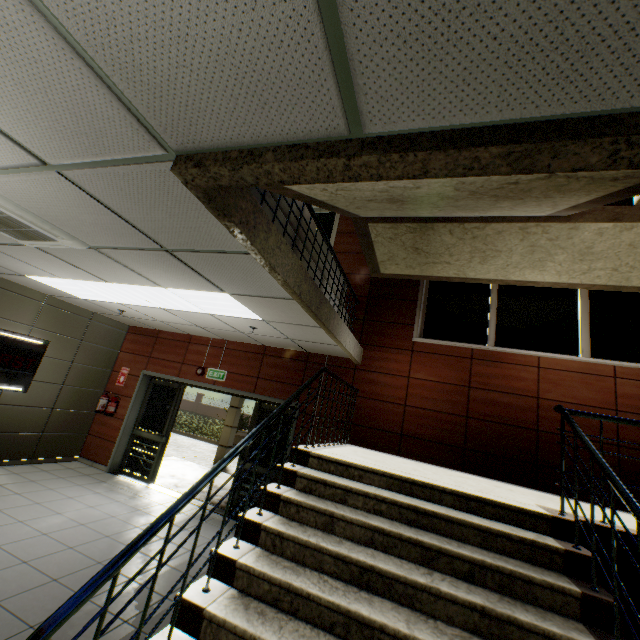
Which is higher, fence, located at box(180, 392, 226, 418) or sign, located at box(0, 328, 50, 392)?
sign, located at box(0, 328, 50, 392)

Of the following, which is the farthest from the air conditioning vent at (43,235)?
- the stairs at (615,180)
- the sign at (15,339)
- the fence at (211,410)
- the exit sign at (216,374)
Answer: the fence at (211,410)

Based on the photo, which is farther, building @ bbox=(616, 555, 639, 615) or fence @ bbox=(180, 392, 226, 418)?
fence @ bbox=(180, 392, 226, 418)

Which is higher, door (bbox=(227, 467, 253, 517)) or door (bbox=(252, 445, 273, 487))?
door (bbox=(252, 445, 273, 487))

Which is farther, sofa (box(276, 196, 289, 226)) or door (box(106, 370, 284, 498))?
door (box(106, 370, 284, 498))

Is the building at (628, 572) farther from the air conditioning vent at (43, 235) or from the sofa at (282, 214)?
the air conditioning vent at (43, 235)

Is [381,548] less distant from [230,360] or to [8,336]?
[230,360]

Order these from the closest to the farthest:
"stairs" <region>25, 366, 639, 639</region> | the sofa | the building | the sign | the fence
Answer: "stairs" <region>25, 366, 639, 639</region>, the building, the sofa, the sign, the fence
